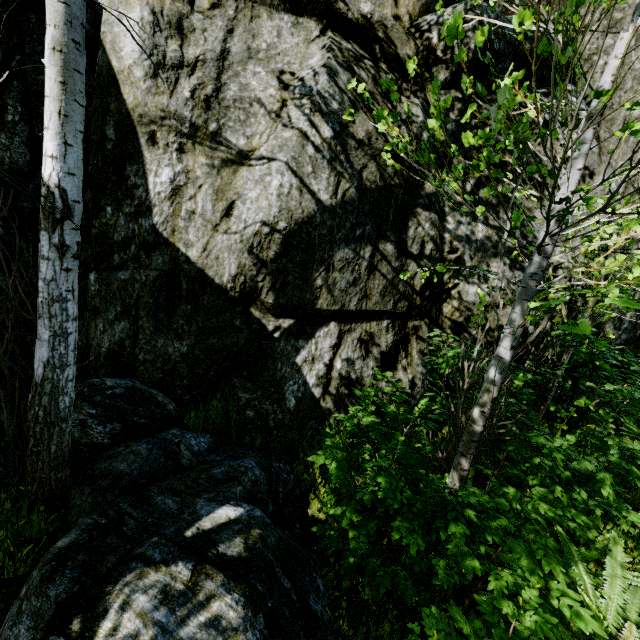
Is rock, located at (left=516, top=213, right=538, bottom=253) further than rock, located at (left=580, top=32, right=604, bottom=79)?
No

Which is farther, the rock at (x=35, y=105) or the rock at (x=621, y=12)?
the rock at (x=621, y=12)

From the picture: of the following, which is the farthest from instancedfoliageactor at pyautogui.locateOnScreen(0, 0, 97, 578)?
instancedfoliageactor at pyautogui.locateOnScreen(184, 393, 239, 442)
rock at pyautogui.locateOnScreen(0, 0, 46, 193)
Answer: instancedfoliageactor at pyautogui.locateOnScreen(184, 393, 239, 442)

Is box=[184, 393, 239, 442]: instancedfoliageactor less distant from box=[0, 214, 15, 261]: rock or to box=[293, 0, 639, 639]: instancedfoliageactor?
box=[0, 214, 15, 261]: rock

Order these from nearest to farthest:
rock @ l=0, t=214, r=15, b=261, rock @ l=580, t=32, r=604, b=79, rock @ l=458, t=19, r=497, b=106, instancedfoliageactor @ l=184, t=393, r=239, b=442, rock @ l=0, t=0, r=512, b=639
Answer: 1. rock @ l=0, t=0, r=512, b=639
2. rock @ l=0, t=214, r=15, b=261
3. instancedfoliageactor @ l=184, t=393, r=239, b=442
4. rock @ l=458, t=19, r=497, b=106
5. rock @ l=580, t=32, r=604, b=79

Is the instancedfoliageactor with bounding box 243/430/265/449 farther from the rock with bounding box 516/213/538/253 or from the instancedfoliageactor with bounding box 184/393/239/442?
the instancedfoliageactor with bounding box 184/393/239/442

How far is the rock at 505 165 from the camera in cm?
473

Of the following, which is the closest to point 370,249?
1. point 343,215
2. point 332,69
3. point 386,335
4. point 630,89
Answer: point 343,215
